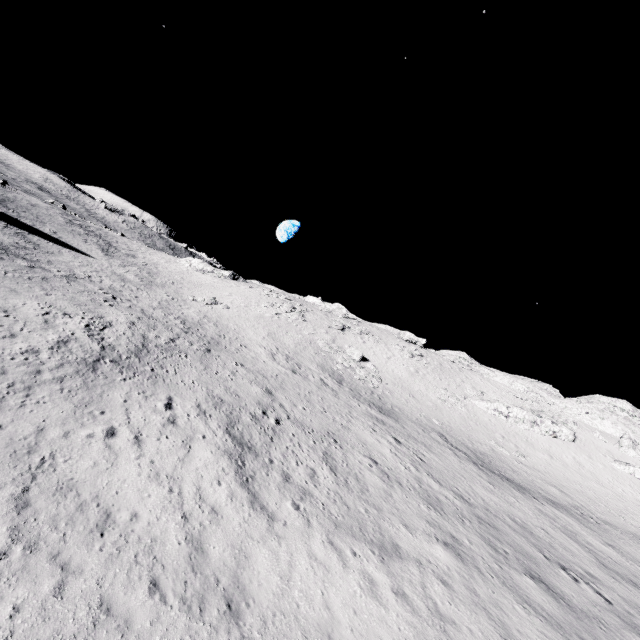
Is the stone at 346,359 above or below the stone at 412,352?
below

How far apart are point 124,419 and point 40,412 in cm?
275

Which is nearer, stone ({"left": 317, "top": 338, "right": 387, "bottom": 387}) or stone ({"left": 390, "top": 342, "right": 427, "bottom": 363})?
stone ({"left": 317, "top": 338, "right": 387, "bottom": 387})

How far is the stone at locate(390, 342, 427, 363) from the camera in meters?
51.8 m

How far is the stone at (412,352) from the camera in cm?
5175

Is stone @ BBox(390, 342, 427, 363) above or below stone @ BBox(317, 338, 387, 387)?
above

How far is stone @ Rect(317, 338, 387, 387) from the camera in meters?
39.5
